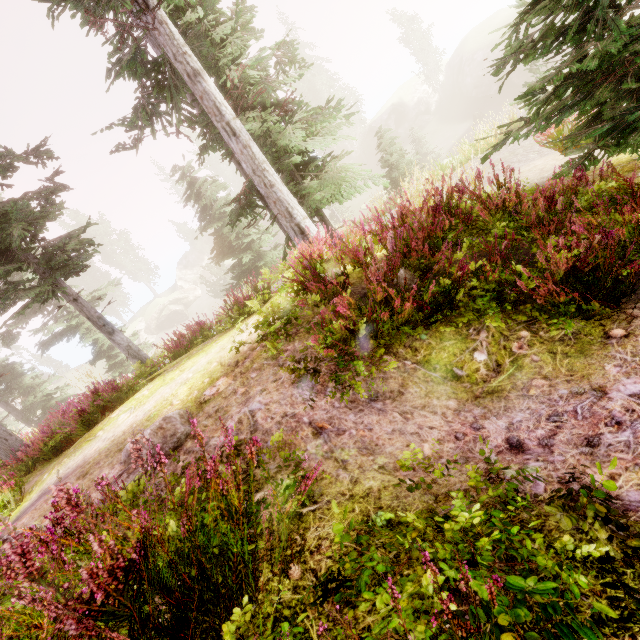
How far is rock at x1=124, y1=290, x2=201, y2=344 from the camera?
55.6m

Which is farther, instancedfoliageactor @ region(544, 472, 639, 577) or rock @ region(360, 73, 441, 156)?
rock @ region(360, 73, 441, 156)

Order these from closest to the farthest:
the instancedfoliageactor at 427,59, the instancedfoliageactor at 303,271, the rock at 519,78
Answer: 1. the instancedfoliageactor at 303,271
2. the rock at 519,78
3. the instancedfoliageactor at 427,59

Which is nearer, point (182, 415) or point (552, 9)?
point (182, 415)

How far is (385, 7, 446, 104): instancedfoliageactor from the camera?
40.47m

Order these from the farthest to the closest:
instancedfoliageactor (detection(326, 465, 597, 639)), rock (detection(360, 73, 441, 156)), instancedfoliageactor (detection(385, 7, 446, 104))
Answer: rock (detection(360, 73, 441, 156)) < instancedfoliageactor (detection(385, 7, 446, 104)) < instancedfoliageactor (detection(326, 465, 597, 639))

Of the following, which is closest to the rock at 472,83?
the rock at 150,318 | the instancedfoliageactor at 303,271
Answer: the instancedfoliageactor at 303,271

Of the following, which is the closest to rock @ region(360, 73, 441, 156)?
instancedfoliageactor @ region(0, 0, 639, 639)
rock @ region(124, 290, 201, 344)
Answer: instancedfoliageactor @ region(0, 0, 639, 639)
